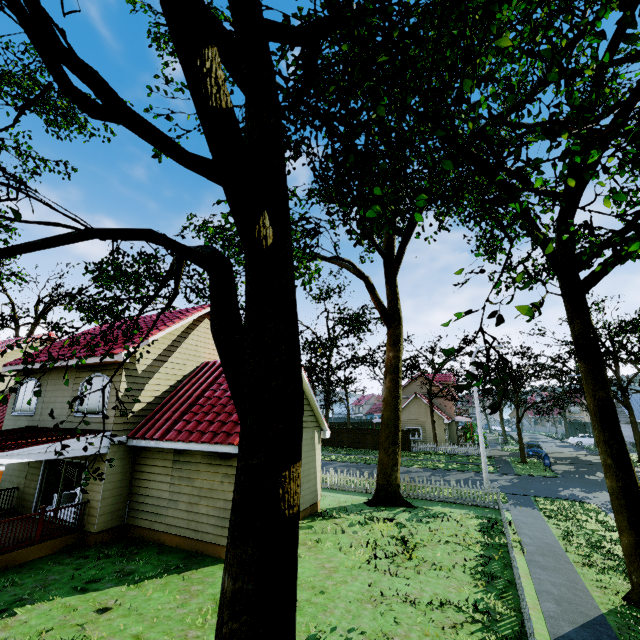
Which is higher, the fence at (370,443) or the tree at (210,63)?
the tree at (210,63)

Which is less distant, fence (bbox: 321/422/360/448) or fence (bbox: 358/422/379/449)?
fence (bbox: 358/422/379/449)

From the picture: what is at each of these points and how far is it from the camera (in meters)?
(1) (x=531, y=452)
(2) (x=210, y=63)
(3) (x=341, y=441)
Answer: (1) car, 31.47
(2) tree, 1.76
(3) fence, 38.78

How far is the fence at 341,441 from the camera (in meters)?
38.22

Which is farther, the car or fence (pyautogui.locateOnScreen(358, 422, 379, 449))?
fence (pyautogui.locateOnScreen(358, 422, 379, 449))

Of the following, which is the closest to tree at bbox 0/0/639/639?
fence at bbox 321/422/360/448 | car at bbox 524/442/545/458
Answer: fence at bbox 321/422/360/448

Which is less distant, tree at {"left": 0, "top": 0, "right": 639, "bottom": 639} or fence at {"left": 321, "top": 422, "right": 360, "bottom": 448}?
tree at {"left": 0, "top": 0, "right": 639, "bottom": 639}

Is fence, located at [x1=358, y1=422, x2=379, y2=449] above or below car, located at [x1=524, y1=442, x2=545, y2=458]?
above
